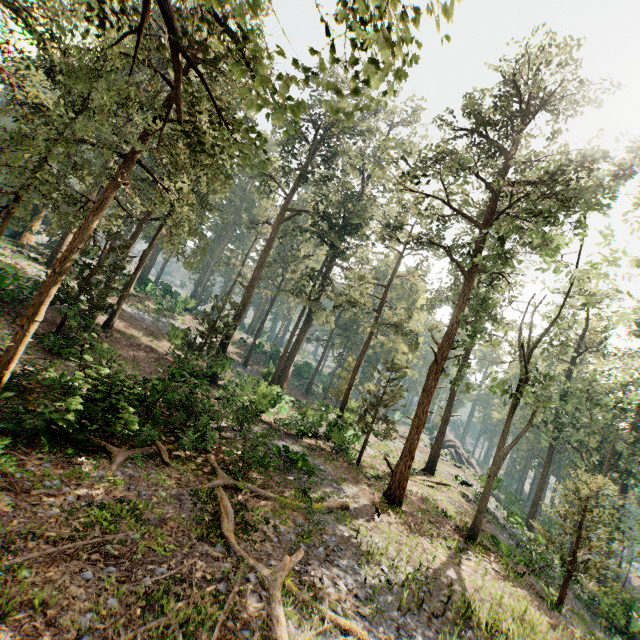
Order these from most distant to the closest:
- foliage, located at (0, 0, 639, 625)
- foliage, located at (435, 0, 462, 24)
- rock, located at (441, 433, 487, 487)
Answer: rock, located at (441, 433, 487, 487)
foliage, located at (0, 0, 639, 625)
foliage, located at (435, 0, 462, 24)

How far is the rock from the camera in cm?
3966

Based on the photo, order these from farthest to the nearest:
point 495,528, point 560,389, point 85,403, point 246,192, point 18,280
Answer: point 246,192 < point 560,389 < point 495,528 < point 18,280 < point 85,403

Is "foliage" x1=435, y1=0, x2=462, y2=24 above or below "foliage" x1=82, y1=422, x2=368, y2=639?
above

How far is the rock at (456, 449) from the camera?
39.7m

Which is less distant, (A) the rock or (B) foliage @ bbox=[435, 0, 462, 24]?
(B) foliage @ bbox=[435, 0, 462, 24]

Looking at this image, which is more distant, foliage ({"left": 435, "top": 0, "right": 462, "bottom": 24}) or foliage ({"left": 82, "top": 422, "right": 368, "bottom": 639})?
foliage ({"left": 82, "top": 422, "right": 368, "bottom": 639})

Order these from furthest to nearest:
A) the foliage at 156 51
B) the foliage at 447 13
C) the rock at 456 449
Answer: the rock at 456 449 < the foliage at 156 51 < the foliage at 447 13
